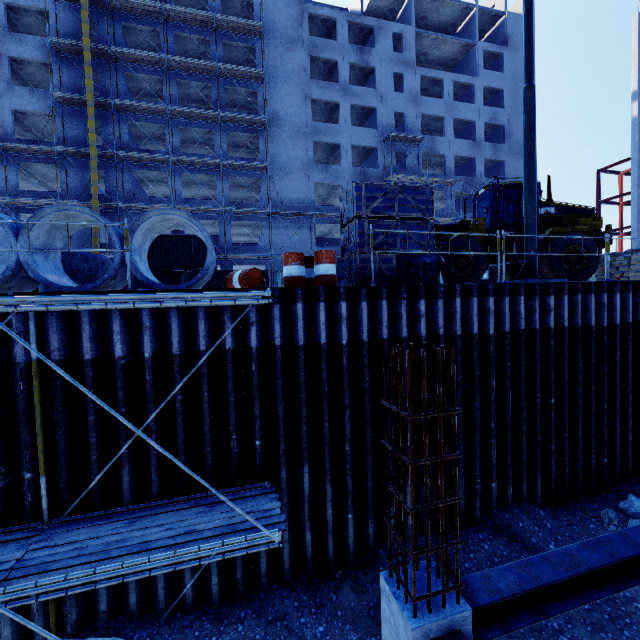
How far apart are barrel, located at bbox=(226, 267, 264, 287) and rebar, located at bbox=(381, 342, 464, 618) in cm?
509

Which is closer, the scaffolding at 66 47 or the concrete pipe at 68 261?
the concrete pipe at 68 261

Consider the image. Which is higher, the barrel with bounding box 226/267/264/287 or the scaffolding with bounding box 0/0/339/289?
the scaffolding with bounding box 0/0/339/289

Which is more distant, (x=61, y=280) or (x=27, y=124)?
(x=27, y=124)

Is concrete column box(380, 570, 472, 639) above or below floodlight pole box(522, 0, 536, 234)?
below

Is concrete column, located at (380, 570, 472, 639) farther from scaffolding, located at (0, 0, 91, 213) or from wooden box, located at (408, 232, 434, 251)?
scaffolding, located at (0, 0, 91, 213)

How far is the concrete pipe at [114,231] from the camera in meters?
6.4 m

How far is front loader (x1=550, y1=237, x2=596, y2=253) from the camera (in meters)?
11.71
